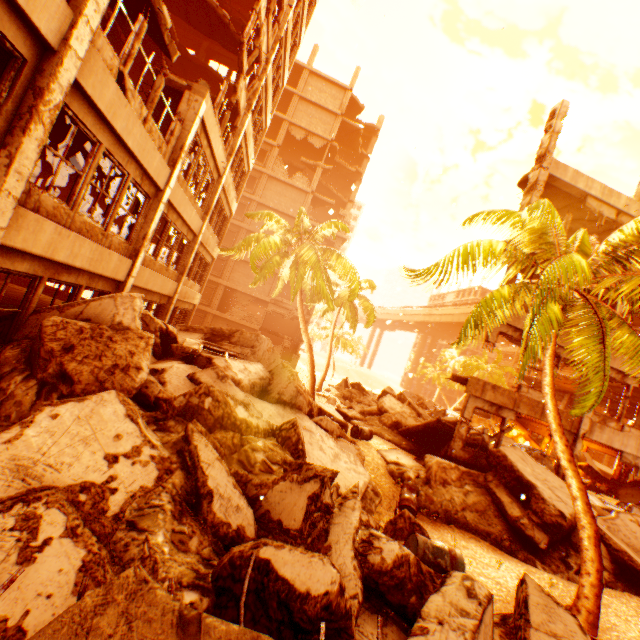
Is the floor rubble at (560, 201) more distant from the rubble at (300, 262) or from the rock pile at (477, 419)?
the rock pile at (477, 419)

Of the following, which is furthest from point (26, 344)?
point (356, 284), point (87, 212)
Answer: point (87, 212)

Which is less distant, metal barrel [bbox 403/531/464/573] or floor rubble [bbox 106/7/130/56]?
metal barrel [bbox 403/531/464/573]

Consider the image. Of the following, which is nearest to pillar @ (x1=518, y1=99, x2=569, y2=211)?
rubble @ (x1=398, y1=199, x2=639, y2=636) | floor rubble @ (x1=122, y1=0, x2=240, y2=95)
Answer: rubble @ (x1=398, y1=199, x2=639, y2=636)

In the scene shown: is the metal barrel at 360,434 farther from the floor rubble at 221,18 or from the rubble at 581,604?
the floor rubble at 221,18

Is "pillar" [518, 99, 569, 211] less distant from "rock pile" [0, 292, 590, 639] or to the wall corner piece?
"rock pile" [0, 292, 590, 639]

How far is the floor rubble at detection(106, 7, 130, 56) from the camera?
12.2 meters

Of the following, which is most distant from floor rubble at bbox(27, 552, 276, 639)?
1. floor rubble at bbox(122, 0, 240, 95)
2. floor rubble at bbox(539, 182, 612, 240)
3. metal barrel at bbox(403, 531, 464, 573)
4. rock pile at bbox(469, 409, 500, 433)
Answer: rock pile at bbox(469, 409, 500, 433)
